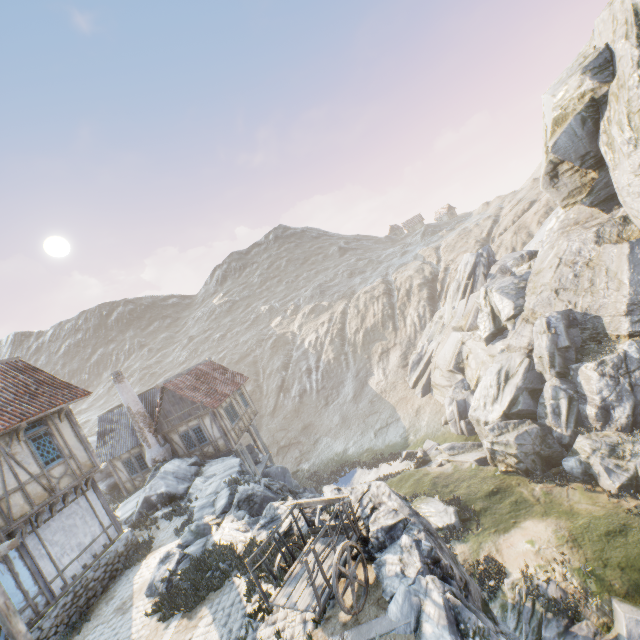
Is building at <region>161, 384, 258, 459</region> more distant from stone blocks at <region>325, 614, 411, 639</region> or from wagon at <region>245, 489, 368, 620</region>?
stone blocks at <region>325, 614, 411, 639</region>

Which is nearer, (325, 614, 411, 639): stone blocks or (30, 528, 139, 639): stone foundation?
(325, 614, 411, 639): stone blocks

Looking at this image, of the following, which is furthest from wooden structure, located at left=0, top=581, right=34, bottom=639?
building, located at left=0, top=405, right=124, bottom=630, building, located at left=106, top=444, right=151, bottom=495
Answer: building, located at left=106, top=444, right=151, bottom=495

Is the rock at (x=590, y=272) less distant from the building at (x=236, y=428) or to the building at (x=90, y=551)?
the building at (x=236, y=428)

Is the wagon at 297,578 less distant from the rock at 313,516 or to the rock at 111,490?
the rock at 313,516

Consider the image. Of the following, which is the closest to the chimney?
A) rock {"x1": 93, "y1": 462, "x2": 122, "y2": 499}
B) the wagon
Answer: rock {"x1": 93, "y1": 462, "x2": 122, "y2": 499}

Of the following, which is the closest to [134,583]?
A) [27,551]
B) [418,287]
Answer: [27,551]

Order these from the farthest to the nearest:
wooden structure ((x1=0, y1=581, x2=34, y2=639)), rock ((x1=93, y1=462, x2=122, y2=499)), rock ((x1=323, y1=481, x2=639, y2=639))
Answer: rock ((x1=93, y1=462, x2=122, y2=499)) < wooden structure ((x1=0, y1=581, x2=34, y2=639)) < rock ((x1=323, y1=481, x2=639, y2=639))
